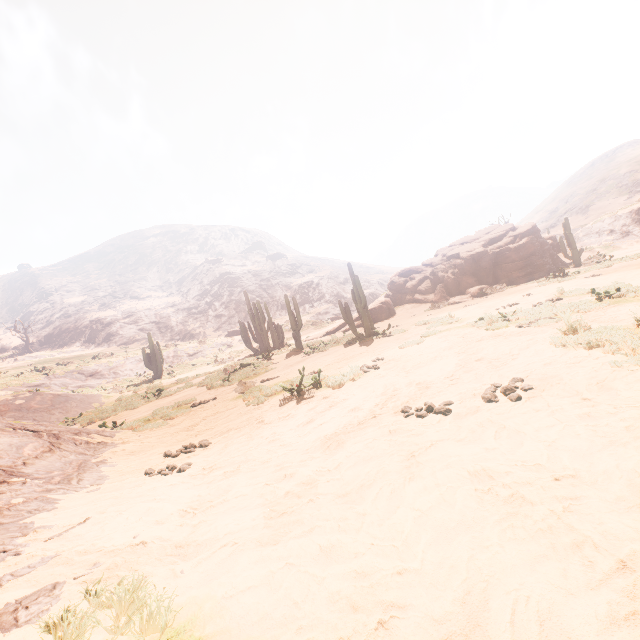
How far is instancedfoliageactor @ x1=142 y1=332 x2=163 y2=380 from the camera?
27.2m

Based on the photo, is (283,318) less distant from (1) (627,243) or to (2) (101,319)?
(2) (101,319)

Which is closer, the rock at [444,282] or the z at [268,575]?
the z at [268,575]

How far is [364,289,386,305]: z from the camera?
34.2 meters

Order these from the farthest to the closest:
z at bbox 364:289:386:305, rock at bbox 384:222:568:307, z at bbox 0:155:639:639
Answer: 1. z at bbox 364:289:386:305
2. rock at bbox 384:222:568:307
3. z at bbox 0:155:639:639

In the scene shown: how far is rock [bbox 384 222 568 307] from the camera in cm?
2183

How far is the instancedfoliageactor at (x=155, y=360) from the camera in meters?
27.2 m

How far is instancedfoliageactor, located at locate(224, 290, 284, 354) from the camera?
24.98m
